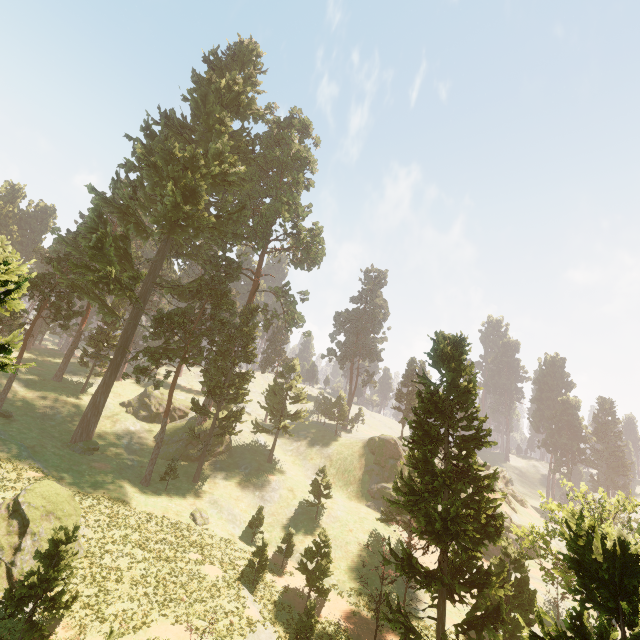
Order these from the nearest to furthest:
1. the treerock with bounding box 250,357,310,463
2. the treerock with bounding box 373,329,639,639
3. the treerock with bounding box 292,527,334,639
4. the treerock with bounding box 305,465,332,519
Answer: the treerock with bounding box 373,329,639,639 < the treerock with bounding box 292,527,334,639 < the treerock with bounding box 305,465,332,519 < the treerock with bounding box 250,357,310,463

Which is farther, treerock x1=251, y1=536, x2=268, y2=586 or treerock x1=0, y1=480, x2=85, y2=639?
treerock x1=251, y1=536, x2=268, y2=586

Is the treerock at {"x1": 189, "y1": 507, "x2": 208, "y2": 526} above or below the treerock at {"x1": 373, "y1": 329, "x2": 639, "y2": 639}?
below

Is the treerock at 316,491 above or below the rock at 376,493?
below

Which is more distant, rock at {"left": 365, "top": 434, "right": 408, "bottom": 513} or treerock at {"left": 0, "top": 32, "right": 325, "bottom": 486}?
rock at {"left": 365, "top": 434, "right": 408, "bottom": 513}

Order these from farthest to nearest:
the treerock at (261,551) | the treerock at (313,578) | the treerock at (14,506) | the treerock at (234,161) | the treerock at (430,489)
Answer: the treerock at (234,161) < the treerock at (261,551) < the treerock at (313,578) < the treerock at (14,506) < the treerock at (430,489)

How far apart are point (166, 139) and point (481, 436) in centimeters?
4908cm
